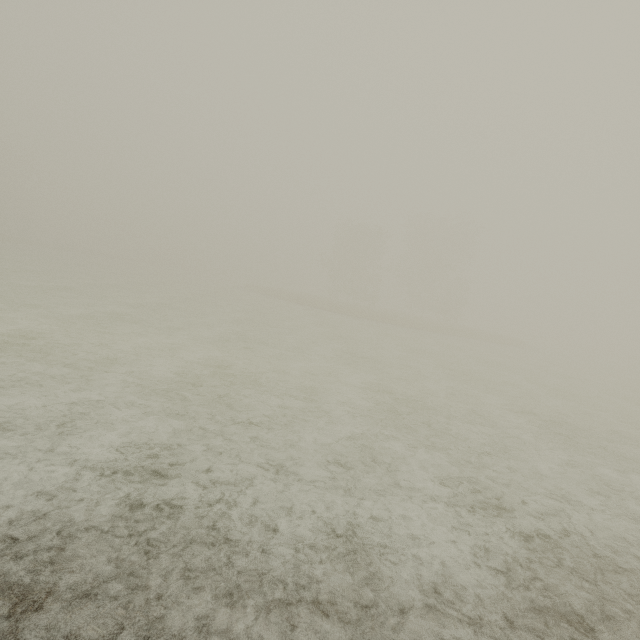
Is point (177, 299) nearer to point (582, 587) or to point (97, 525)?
point (97, 525)
